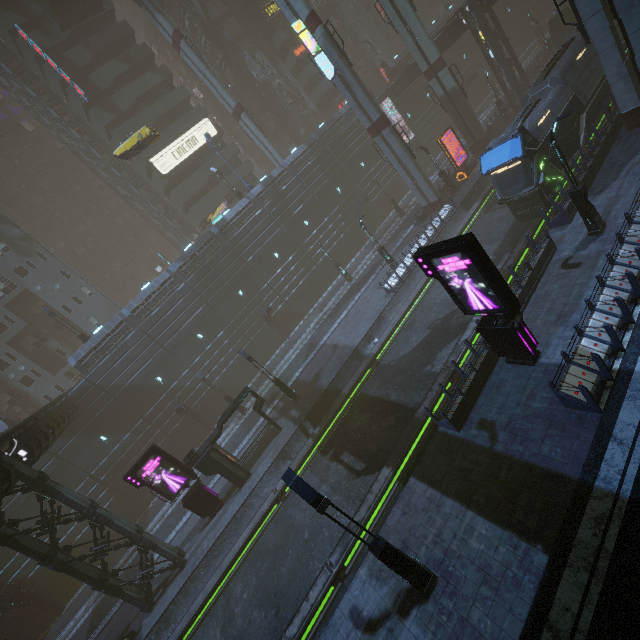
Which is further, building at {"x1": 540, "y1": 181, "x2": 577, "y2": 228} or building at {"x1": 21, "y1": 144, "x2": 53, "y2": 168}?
building at {"x1": 21, "y1": 144, "x2": 53, "y2": 168}

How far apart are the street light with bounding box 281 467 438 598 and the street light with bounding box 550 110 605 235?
15.6 meters

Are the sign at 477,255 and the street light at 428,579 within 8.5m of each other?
yes

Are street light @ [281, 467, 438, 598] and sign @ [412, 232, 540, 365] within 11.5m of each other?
yes

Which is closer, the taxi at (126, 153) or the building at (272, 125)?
the taxi at (126, 153)

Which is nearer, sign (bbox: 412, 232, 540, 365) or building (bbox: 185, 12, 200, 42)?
sign (bbox: 412, 232, 540, 365)

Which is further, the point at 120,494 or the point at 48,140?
the point at 48,140
